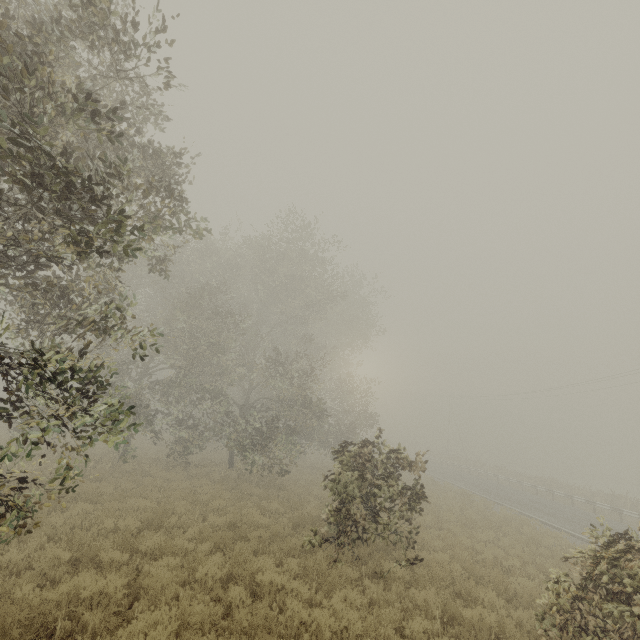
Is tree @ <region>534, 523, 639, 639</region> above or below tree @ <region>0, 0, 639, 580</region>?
below

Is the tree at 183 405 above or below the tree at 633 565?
above

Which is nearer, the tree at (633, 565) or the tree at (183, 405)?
the tree at (183, 405)

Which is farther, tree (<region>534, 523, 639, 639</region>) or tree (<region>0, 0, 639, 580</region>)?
tree (<region>534, 523, 639, 639</region>)

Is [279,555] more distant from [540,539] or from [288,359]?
[288,359]
